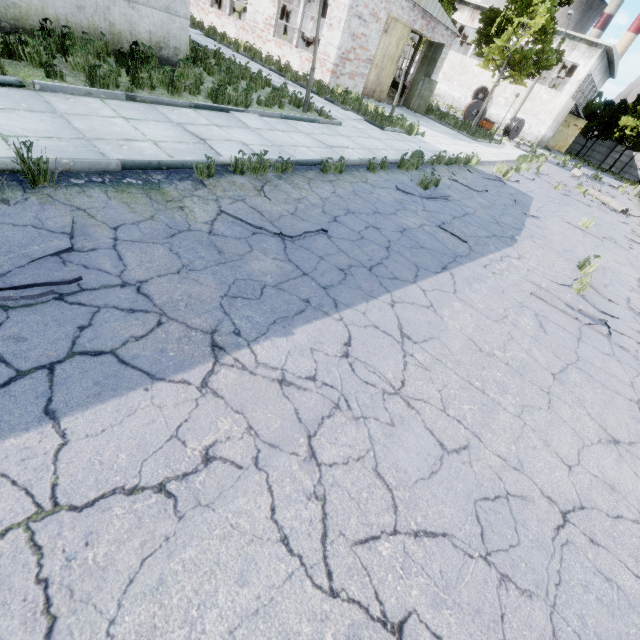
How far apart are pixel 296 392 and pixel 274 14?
24.1 meters

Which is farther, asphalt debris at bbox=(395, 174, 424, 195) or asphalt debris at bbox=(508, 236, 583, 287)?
asphalt debris at bbox=(395, 174, 424, 195)

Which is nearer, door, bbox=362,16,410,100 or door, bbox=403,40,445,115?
door, bbox=362,16,410,100

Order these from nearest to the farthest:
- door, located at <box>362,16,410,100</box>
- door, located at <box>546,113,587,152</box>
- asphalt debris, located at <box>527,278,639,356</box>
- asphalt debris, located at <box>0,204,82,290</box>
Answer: asphalt debris, located at <box>0,204,82,290</box> → asphalt debris, located at <box>527,278,639,356</box> → door, located at <box>362,16,410,100</box> → door, located at <box>546,113,587,152</box>

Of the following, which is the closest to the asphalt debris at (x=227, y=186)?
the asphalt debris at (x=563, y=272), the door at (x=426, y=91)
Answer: the asphalt debris at (x=563, y=272)

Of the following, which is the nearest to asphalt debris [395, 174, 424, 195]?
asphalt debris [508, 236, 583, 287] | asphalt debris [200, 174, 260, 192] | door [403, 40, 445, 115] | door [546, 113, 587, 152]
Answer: asphalt debris [508, 236, 583, 287]

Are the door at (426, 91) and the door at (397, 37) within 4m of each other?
yes

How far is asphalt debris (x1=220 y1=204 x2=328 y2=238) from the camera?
4.5m
